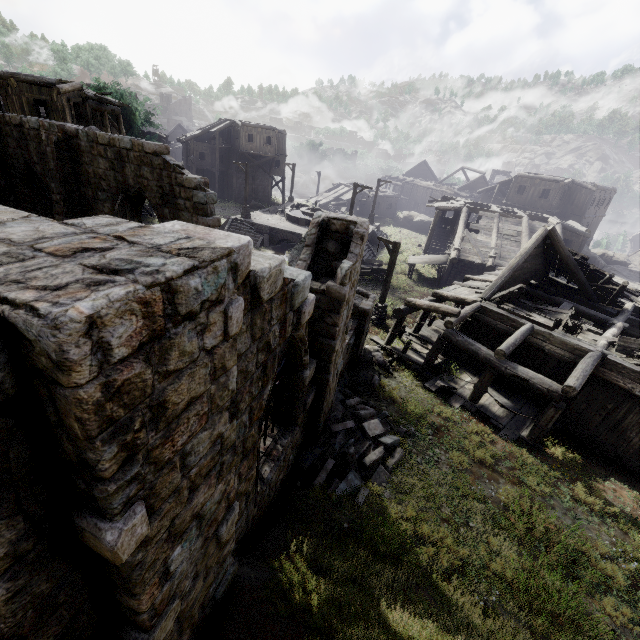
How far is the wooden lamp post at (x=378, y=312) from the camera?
16.66m

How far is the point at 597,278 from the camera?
16.3 meters

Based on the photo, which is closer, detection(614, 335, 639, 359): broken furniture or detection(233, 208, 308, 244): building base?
detection(614, 335, 639, 359): broken furniture

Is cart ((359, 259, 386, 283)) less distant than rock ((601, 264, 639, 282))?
Yes

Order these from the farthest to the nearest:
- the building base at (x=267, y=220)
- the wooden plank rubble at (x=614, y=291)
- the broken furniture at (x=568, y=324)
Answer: the building base at (x=267, y=220), the wooden plank rubble at (x=614, y=291), the broken furniture at (x=568, y=324)

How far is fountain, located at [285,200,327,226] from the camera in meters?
30.6

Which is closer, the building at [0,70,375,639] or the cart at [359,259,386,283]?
the building at [0,70,375,639]

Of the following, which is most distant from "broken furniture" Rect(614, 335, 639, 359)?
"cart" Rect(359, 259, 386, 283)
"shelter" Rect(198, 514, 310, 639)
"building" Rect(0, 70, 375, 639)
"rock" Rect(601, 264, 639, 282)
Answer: "rock" Rect(601, 264, 639, 282)
